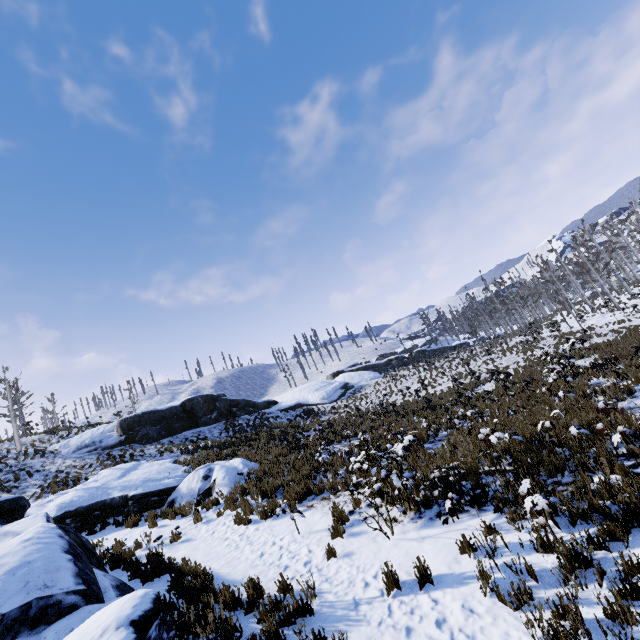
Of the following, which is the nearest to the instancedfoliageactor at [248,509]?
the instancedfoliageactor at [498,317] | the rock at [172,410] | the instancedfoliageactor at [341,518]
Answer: the instancedfoliageactor at [341,518]

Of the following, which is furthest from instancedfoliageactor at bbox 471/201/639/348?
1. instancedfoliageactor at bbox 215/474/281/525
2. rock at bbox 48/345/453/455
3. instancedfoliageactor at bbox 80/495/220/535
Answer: instancedfoliageactor at bbox 80/495/220/535

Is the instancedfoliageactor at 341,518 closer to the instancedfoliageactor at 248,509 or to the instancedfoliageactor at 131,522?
the instancedfoliageactor at 248,509

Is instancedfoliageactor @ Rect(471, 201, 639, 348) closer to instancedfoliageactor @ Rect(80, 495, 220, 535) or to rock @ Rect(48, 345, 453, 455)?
rock @ Rect(48, 345, 453, 455)

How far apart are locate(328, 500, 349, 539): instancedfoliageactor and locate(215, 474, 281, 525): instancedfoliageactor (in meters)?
3.55

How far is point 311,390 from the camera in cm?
3628

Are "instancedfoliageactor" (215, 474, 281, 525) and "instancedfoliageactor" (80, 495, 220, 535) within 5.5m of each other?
yes

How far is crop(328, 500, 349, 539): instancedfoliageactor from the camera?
7.0m
